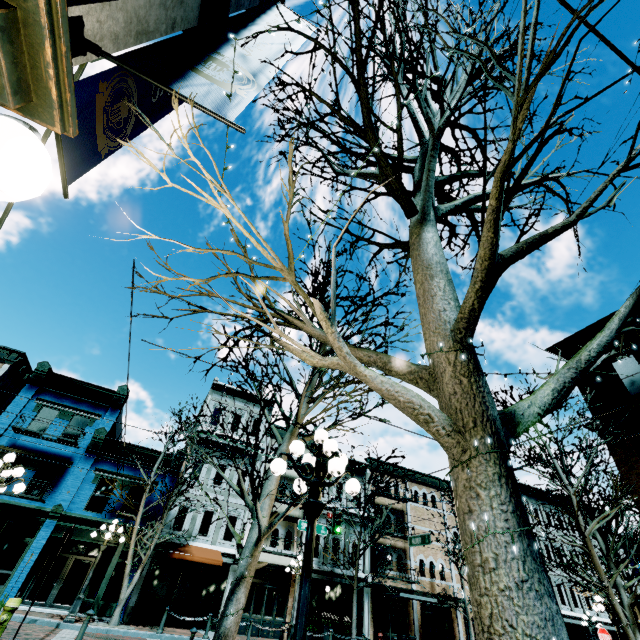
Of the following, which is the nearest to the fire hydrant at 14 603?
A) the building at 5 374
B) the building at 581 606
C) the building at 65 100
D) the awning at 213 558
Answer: the building at 65 100

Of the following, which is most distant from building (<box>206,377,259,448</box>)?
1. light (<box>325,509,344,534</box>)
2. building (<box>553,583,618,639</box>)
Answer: light (<box>325,509,344,534</box>)

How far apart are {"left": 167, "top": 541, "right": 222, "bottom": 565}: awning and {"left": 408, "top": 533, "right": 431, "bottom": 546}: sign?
10.4 meters

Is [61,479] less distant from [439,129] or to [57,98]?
[57,98]

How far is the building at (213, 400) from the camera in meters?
25.0

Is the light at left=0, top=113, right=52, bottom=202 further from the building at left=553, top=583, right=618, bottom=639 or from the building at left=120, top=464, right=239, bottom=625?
the building at left=553, top=583, right=618, bottom=639

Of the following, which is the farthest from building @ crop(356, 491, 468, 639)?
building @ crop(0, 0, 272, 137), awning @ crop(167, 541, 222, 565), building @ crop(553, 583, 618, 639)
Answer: building @ crop(0, 0, 272, 137)

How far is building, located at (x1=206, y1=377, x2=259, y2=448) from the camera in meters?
25.0
